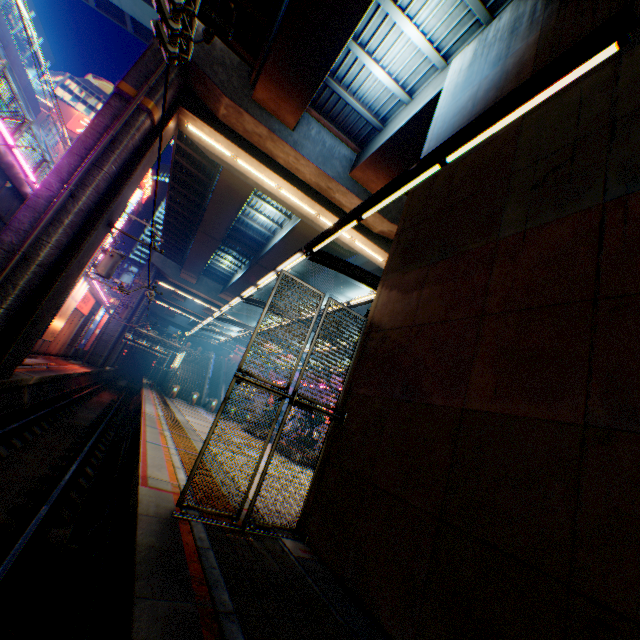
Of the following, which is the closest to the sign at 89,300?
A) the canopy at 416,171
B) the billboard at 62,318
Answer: the billboard at 62,318

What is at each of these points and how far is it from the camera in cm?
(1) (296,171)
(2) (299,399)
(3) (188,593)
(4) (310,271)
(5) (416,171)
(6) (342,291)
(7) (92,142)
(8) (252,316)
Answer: (1) overpass support, 1582
(2) metal fence, 652
(3) railway, 346
(4) overpass support, 3167
(5) canopy, 545
(6) overpass support, 3281
(7) overpass support, 1135
(8) overpass support, 4716

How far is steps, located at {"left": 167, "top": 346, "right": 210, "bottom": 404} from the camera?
37.2 meters

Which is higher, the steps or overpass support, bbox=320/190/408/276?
overpass support, bbox=320/190/408/276

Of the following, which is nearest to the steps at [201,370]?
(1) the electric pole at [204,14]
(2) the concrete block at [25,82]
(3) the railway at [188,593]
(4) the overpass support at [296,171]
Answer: (3) the railway at [188,593]

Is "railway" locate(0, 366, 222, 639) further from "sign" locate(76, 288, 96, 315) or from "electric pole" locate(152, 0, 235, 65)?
"sign" locate(76, 288, 96, 315)

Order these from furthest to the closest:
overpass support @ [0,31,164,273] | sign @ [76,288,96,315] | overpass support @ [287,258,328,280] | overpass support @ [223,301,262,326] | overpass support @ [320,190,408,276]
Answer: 1. overpass support @ [223,301,262,326]
2. overpass support @ [287,258,328,280]
3. sign @ [76,288,96,315]
4. overpass support @ [320,190,408,276]
5. overpass support @ [0,31,164,273]

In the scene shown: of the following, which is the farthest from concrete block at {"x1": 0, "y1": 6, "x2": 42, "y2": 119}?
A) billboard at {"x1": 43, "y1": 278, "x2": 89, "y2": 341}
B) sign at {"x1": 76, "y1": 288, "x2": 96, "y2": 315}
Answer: billboard at {"x1": 43, "y1": 278, "x2": 89, "y2": 341}
